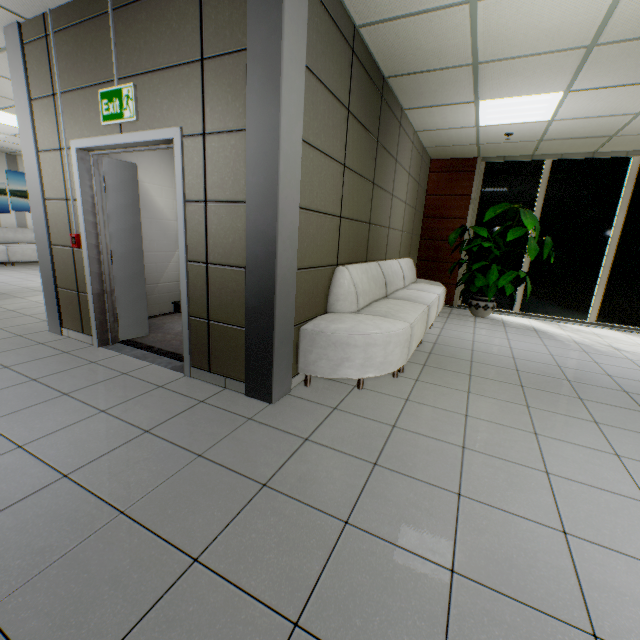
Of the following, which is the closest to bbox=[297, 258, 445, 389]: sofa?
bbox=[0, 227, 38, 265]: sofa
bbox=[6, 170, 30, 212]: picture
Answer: bbox=[0, 227, 38, 265]: sofa

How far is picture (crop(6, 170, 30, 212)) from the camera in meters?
9.9

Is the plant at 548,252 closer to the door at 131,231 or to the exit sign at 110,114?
the door at 131,231

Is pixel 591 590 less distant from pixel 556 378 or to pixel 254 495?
pixel 254 495

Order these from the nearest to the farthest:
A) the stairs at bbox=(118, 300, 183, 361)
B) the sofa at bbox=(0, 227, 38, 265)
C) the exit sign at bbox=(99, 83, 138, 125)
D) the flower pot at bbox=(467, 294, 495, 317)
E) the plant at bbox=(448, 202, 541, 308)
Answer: the exit sign at bbox=(99, 83, 138, 125) → the stairs at bbox=(118, 300, 183, 361) → the plant at bbox=(448, 202, 541, 308) → the flower pot at bbox=(467, 294, 495, 317) → the sofa at bbox=(0, 227, 38, 265)

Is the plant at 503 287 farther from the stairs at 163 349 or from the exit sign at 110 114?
the exit sign at 110 114

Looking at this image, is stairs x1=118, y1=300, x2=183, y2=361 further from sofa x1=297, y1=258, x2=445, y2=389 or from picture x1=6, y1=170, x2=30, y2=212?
picture x1=6, y1=170, x2=30, y2=212

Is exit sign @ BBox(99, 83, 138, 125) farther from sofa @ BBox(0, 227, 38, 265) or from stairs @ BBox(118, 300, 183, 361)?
sofa @ BBox(0, 227, 38, 265)
